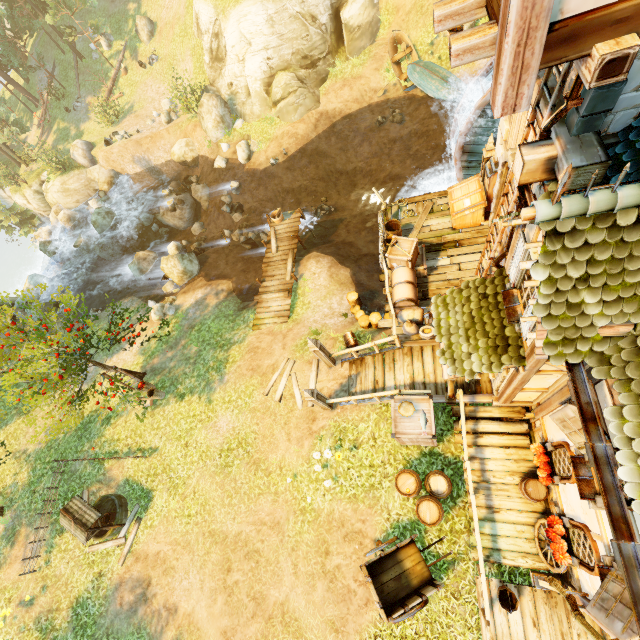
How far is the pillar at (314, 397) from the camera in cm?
956

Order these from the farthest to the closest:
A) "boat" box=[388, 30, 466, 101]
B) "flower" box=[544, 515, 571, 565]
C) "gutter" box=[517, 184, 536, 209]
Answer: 1. "boat" box=[388, 30, 466, 101]
2. "flower" box=[544, 515, 571, 565]
3. "gutter" box=[517, 184, 536, 209]

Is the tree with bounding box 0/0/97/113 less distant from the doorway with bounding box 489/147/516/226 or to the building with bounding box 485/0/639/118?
Result: the building with bounding box 485/0/639/118

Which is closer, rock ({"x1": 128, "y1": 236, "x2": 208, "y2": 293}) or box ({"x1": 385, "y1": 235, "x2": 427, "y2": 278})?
box ({"x1": 385, "y1": 235, "x2": 427, "y2": 278})

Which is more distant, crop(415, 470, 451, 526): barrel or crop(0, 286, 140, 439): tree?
crop(0, 286, 140, 439): tree

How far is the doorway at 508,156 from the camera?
7.94m

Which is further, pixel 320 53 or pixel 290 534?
pixel 320 53

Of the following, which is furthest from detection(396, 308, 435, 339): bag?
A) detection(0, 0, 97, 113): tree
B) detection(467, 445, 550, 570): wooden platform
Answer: detection(0, 0, 97, 113): tree
